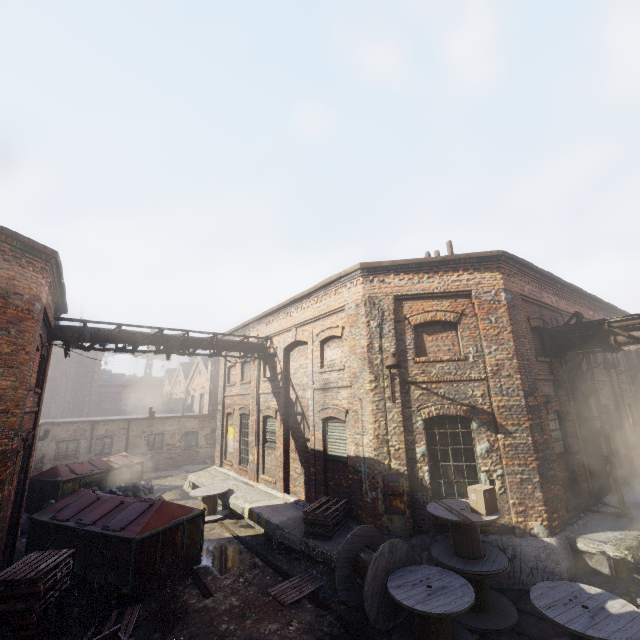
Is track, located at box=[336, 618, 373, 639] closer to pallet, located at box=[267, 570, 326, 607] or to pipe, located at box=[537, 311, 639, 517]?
pallet, located at box=[267, 570, 326, 607]

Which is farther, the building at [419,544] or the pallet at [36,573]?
the building at [419,544]

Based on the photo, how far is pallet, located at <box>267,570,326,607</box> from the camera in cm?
730

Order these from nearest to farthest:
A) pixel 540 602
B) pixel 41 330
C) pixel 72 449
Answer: pixel 540 602
pixel 41 330
pixel 72 449

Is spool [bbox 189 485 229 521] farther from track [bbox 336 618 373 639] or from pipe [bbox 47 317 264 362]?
track [bbox 336 618 373 639]

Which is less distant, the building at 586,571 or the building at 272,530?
the building at 586,571

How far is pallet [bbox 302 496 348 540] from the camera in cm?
851

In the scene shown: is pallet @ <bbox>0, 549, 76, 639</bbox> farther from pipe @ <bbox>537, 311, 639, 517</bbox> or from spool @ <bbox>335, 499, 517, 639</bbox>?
pipe @ <bbox>537, 311, 639, 517</bbox>
